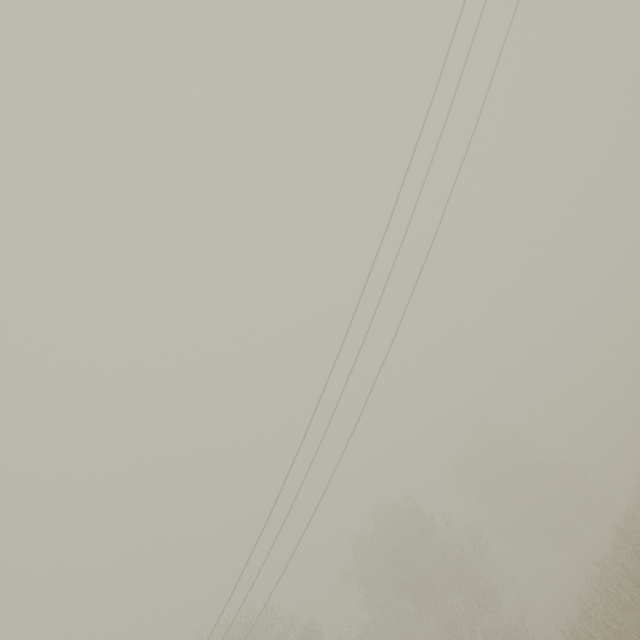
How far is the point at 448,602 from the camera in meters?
32.7 m
